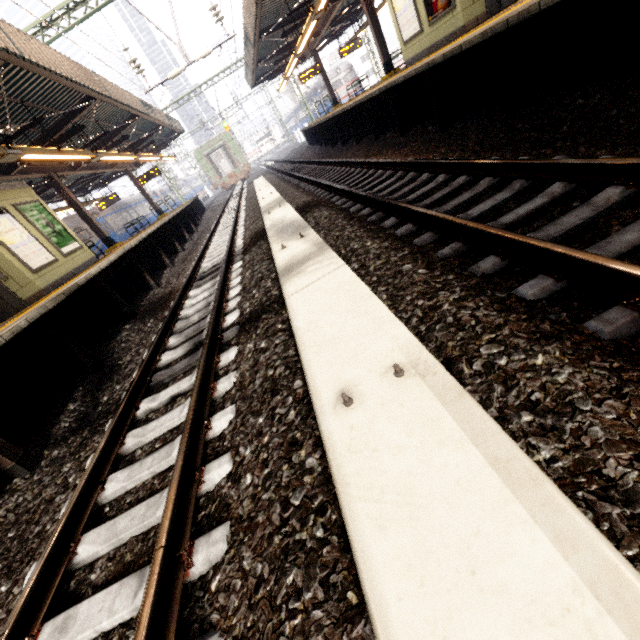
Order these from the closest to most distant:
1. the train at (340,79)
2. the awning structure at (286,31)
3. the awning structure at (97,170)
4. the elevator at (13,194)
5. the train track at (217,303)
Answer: the train track at (217,303)
the awning structure at (97,170)
the elevator at (13,194)
the awning structure at (286,31)
the train at (340,79)

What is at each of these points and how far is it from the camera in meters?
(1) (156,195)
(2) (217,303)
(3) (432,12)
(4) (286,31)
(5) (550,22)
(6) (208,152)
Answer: (1) train, 36.8
(2) train track, 4.8
(3) sign, 8.5
(4) awning structure, 14.7
(5) platform underside, 3.7
(6) train, 28.9

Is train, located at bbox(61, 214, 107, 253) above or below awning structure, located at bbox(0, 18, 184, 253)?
below

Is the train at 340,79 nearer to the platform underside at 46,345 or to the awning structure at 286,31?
the awning structure at 286,31

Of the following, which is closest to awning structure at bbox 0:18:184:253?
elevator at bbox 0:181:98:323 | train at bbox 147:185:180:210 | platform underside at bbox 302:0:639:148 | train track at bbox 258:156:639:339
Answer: elevator at bbox 0:181:98:323

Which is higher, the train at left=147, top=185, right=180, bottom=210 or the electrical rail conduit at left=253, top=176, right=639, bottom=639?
the train at left=147, top=185, right=180, bottom=210

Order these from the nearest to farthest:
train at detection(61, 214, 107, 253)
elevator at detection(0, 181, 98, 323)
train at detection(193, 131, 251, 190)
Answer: elevator at detection(0, 181, 98, 323)
train at detection(61, 214, 107, 253)
train at detection(193, 131, 251, 190)

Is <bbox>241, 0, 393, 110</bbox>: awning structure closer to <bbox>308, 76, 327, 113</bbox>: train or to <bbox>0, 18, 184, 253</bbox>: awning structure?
<bbox>0, 18, 184, 253</bbox>: awning structure
